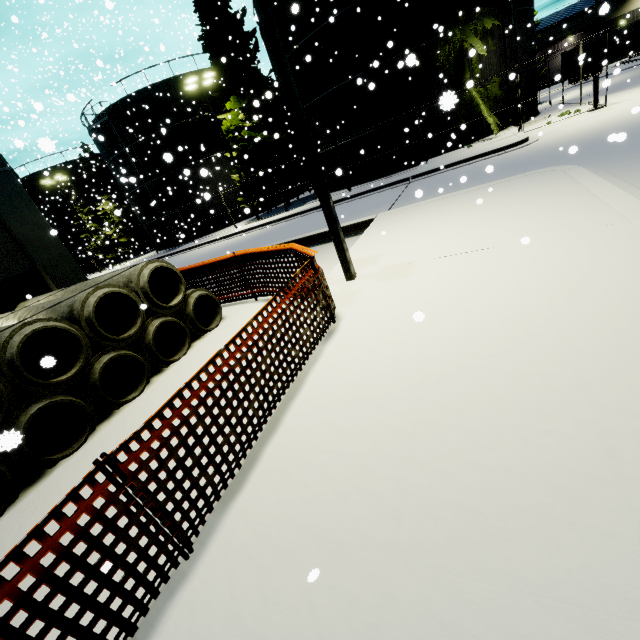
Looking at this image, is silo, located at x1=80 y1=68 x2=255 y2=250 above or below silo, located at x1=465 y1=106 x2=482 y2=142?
above

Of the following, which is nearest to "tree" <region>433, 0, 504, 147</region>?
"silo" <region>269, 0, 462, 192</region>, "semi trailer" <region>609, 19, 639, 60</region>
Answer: "silo" <region>269, 0, 462, 192</region>

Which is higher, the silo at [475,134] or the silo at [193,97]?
the silo at [193,97]

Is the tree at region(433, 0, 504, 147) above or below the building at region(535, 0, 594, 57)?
below

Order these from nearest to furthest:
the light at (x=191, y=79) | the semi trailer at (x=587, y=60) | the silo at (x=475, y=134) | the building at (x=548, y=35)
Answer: the silo at (x=475, y=134), the light at (x=191, y=79), the semi trailer at (x=587, y=60), the building at (x=548, y=35)

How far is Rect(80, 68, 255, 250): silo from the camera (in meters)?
26.33

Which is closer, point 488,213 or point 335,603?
point 335,603
